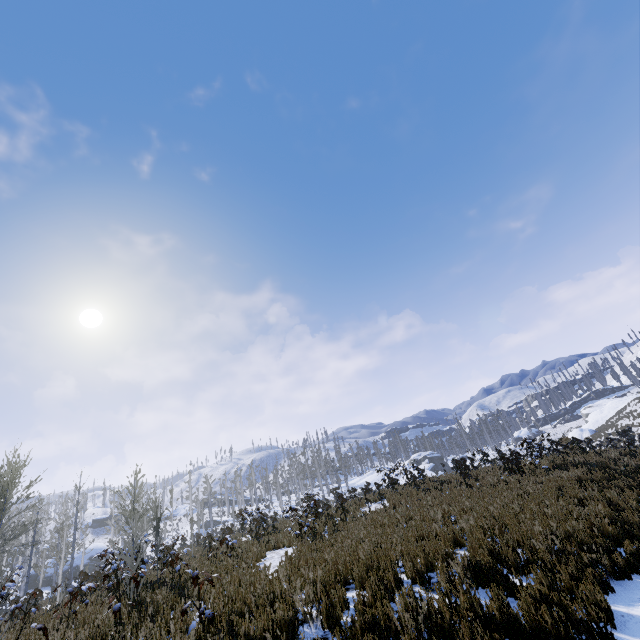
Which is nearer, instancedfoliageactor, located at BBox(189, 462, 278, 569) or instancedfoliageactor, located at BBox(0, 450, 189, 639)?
instancedfoliageactor, located at BBox(0, 450, 189, 639)

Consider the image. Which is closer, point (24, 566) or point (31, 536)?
point (31, 536)

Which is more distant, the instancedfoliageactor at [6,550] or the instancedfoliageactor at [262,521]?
the instancedfoliageactor at [262,521]

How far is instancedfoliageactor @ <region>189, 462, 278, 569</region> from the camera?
11.22m
